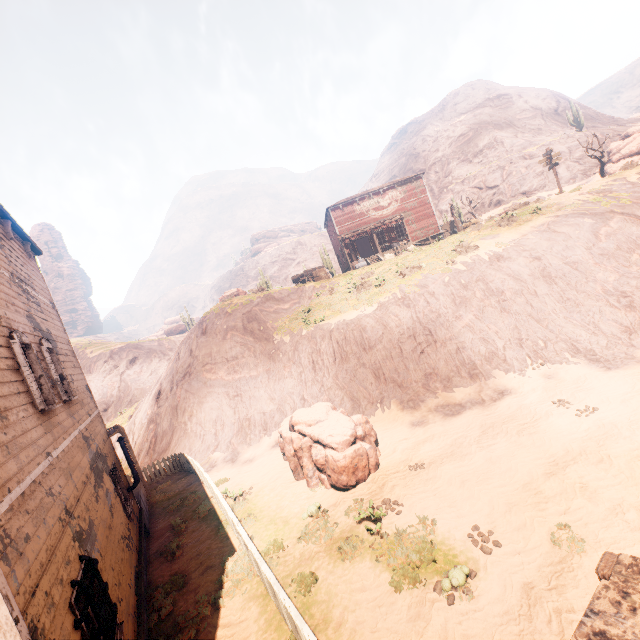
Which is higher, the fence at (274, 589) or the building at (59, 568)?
the building at (59, 568)

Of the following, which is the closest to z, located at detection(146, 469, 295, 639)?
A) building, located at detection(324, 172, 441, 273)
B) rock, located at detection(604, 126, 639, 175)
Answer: building, located at detection(324, 172, 441, 273)

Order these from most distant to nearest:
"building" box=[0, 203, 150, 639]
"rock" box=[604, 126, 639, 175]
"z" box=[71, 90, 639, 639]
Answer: "rock" box=[604, 126, 639, 175], "z" box=[71, 90, 639, 639], "building" box=[0, 203, 150, 639]

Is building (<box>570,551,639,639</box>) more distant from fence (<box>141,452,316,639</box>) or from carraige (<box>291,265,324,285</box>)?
carraige (<box>291,265,324,285</box>)

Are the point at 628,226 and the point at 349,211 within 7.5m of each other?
no

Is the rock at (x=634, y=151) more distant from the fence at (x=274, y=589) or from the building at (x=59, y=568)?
the fence at (x=274, y=589)

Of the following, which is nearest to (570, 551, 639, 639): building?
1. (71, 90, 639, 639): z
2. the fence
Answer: (71, 90, 639, 639): z

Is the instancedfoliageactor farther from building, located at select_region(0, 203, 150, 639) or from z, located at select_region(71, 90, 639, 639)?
→ building, located at select_region(0, 203, 150, 639)
